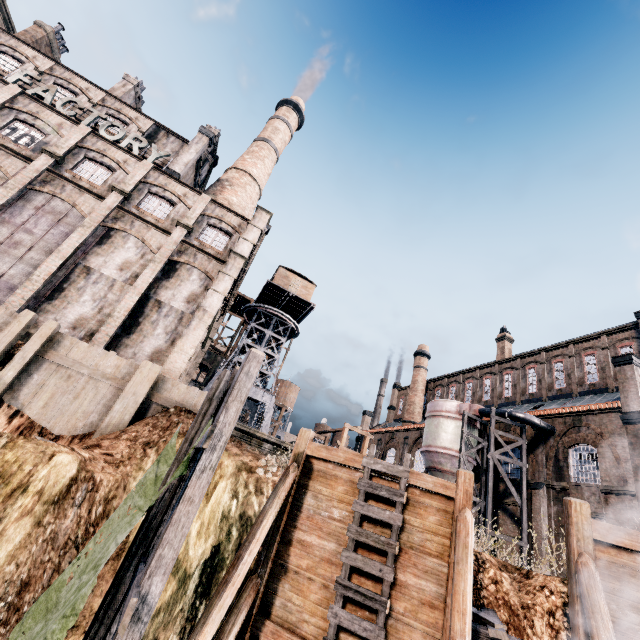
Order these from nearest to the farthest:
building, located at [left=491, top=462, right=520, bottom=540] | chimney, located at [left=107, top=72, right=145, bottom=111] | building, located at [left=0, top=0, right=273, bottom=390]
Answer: building, located at [left=0, top=0, right=273, bottom=390] < building, located at [left=491, top=462, right=520, bottom=540] < chimney, located at [left=107, top=72, right=145, bottom=111]

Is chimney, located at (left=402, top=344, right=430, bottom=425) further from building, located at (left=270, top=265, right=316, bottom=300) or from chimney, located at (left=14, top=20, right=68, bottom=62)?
chimney, located at (left=14, top=20, right=68, bottom=62)

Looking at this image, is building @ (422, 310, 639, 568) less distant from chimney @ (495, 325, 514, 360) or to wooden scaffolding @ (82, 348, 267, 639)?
chimney @ (495, 325, 514, 360)

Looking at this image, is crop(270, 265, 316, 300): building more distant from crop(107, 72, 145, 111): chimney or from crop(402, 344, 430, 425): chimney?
crop(107, 72, 145, 111): chimney

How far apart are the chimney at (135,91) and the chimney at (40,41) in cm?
754

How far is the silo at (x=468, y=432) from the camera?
24.50m

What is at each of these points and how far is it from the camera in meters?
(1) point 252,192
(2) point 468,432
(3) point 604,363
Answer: (1) chimney, 36.2
(2) silo, 28.8
(3) building, 30.3

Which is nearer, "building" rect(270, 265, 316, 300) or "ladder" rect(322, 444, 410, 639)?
"ladder" rect(322, 444, 410, 639)
